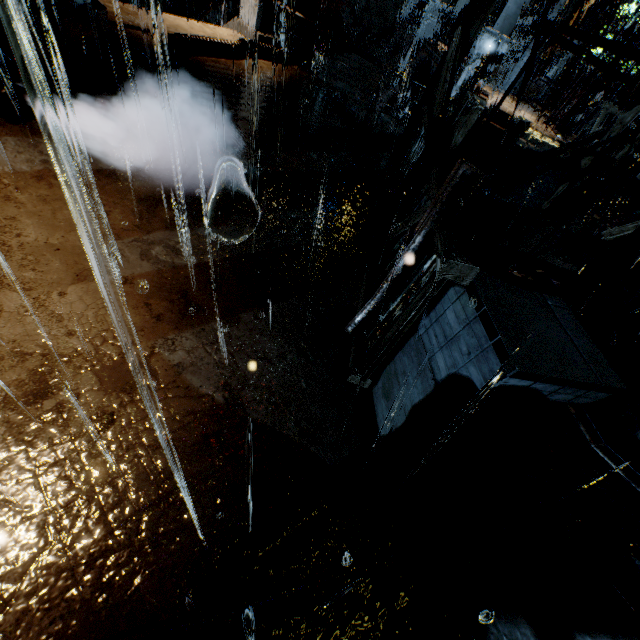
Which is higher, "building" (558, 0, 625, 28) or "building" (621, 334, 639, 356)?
"building" (558, 0, 625, 28)

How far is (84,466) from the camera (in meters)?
2.00

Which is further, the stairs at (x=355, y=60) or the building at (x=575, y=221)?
the stairs at (x=355, y=60)

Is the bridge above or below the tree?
above

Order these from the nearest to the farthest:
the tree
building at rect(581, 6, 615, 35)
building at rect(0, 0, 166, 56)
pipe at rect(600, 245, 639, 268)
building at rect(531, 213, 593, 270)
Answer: building at rect(0, 0, 166, 56)
pipe at rect(600, 245, 639, 268)
building at rect(531, 213, 593, 270)
building at rect(581, 6, 615, 35)
the tree

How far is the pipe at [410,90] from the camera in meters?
16.0 m

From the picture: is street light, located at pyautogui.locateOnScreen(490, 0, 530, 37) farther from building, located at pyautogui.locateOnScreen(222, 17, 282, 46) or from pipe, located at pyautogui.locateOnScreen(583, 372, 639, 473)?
pipe, located at pyautogui.locateOnScreen(583, 372, 639, 473)

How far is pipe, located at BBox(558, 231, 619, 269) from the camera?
6.9m
